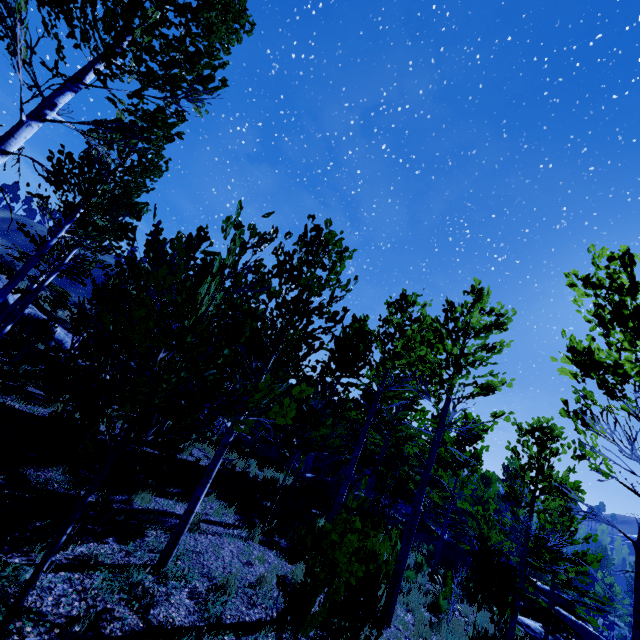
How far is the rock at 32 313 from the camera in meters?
23.1

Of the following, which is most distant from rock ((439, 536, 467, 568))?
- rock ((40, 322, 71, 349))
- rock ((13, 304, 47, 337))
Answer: rock ((13, 304, 47, 337))

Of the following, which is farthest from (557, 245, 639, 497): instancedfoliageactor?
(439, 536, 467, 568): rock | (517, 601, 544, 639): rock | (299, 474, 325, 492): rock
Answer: (439, 536, 467, 568): rock

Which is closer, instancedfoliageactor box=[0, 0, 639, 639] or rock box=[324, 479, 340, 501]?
instancedfoliageactor box=[0, 0, 639, 639]

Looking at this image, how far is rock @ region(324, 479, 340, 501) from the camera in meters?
17.3

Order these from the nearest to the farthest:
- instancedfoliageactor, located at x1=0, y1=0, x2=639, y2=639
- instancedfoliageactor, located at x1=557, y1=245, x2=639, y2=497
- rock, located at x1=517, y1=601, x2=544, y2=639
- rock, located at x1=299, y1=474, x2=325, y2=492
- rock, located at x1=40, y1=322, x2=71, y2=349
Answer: instancedfoliageactor, located at x1=0, y1=0, x2=639, y2=639 < instancedfoliageactor, located at x1=557, y1=245, x2=639, y2=497 < rock, located at x1=517, y1=601, x2=544, y2=639 < rock, located at x1=299, y1=474, x2=325, y2=492 < rock, located at x1=40, y1=322, x2=71, y2=349

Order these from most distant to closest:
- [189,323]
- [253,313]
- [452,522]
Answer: [452,522] → [189,323] → [253,313]

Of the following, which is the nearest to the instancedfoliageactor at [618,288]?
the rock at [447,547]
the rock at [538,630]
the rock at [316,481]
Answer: the rock at [316,481]
